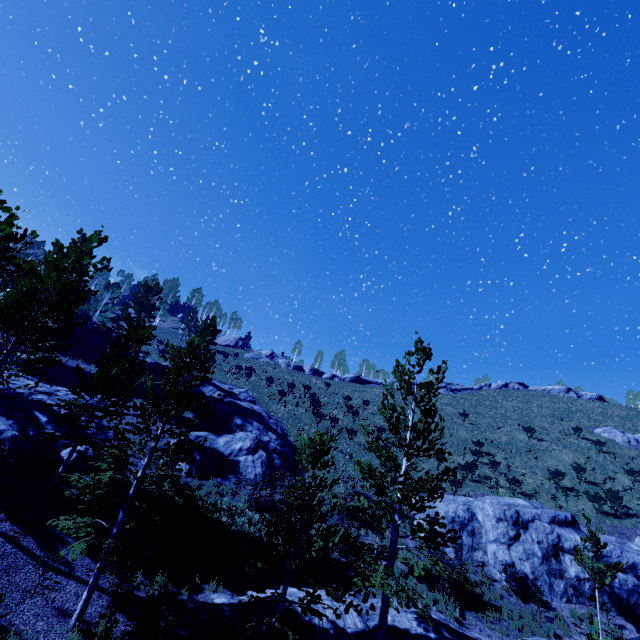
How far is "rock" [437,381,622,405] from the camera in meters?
50.6

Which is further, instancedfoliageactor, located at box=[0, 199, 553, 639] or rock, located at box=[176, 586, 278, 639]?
rock, located at box=[176, 586, 278, 639]

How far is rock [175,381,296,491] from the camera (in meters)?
21.92

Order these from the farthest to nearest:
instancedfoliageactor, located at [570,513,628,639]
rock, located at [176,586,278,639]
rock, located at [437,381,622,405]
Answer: rock, located at [437,381,622,405], instancedfoliageactor, located at [570,513,628,639], rock, located at [176,586,278,639]

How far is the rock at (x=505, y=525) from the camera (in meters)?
16.98

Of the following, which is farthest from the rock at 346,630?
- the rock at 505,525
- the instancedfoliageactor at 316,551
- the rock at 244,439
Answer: the rock at 244,439

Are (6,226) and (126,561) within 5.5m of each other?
no

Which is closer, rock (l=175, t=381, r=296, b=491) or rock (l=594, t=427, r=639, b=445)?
rock (l=175, t=381, r=296, b=491)
